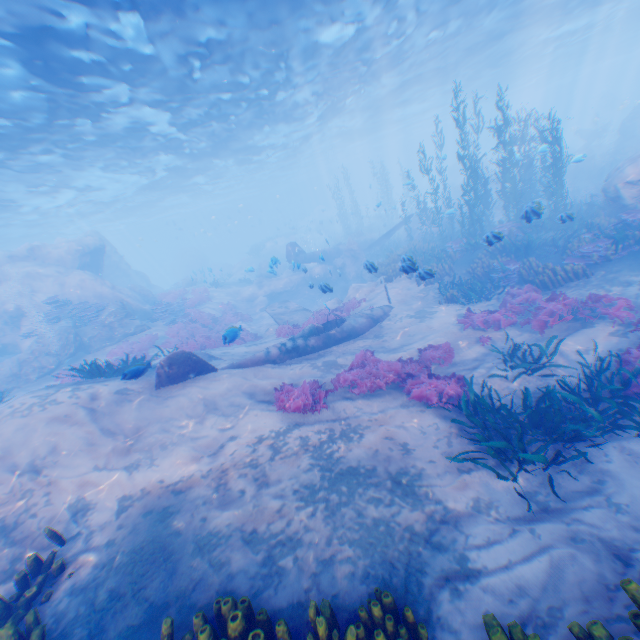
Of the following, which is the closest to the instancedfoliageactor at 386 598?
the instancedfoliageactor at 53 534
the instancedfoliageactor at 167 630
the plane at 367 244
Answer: the instancedfoliageactor at 167 630

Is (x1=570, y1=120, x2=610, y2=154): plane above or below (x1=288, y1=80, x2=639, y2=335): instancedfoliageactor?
above

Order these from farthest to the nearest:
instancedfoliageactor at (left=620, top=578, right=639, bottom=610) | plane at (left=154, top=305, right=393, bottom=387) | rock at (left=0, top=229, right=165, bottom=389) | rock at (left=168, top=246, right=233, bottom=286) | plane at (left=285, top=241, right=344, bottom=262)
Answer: rock at (left=168, top=246, right=233, bottom=286) → plane at (left=285, top=241, right=344, bottom=262) → rock at (left=0, top=229, right=165, bottom=389) → plane at (left=154, top=305, right=393, bottom=387) → instancedfoliageactor at (left=620, top=578, right=639, bottom=610)

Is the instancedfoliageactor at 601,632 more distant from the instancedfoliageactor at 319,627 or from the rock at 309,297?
the rock at 309,297

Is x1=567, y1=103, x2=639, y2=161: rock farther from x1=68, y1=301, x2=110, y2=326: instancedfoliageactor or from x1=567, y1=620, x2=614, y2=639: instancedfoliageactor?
x1=567, y1=620, x2=614, y2=639: instancedfoliageactor

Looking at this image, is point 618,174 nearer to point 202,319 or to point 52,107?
point 202,319

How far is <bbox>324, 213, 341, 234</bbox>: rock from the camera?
55.2 meters

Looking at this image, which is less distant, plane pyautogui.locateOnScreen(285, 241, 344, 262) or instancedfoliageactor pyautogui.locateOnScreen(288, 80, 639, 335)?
instancedfoliageactor pyautogui.locateOnScreen(288, 80, 639, 335)
